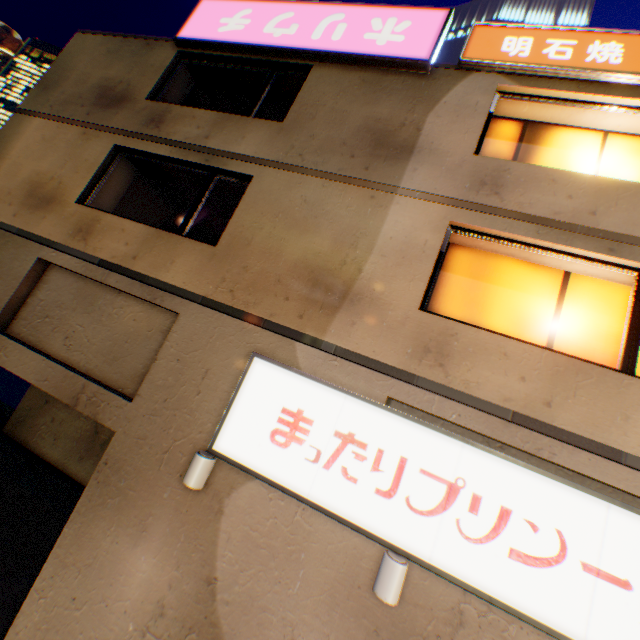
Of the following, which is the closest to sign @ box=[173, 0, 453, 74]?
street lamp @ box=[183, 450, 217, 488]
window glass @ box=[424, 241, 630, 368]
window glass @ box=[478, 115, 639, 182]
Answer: window glass @ box=[478, 115, 639, 182]

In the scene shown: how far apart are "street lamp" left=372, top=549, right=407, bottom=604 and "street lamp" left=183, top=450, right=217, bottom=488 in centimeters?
245cm

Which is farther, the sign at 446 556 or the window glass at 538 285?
the window glass at 538 285

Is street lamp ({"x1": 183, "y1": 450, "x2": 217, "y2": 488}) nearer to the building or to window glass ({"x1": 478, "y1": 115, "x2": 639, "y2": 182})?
the building

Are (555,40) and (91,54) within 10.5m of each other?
no

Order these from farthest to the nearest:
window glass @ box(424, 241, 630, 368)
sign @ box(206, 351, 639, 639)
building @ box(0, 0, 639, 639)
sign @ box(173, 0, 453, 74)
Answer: sign @ box(173, 0, 453, 74), window glass @ box(424, 241, 630, 368), building @ box(0, 0, 639, 639), sign @ box(206, 351, 639, 639)

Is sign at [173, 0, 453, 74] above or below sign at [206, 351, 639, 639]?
above

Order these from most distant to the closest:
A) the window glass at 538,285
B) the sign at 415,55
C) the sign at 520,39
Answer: the sign at 415,55 → the sign at 520,39 → the window glass at 538,285
